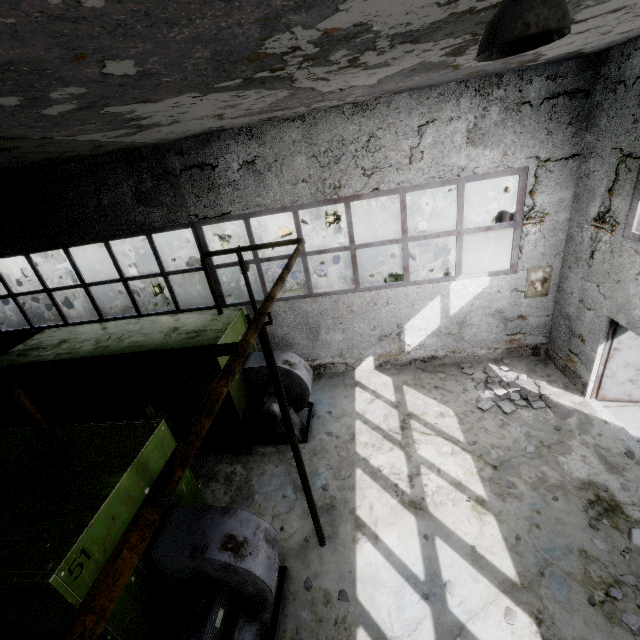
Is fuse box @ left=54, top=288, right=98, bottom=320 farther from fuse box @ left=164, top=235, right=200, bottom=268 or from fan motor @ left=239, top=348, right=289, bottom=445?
fan motor @ left=239, top=348, right=289, bottom=445

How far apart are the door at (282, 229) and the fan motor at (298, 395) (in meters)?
22.21

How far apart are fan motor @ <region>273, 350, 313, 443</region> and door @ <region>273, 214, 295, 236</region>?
22.2 meters

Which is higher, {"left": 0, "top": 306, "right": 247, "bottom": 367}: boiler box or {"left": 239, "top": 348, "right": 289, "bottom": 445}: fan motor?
{"left": 0, "top": 306, "right": 247, "bottom": 367}: boiler box

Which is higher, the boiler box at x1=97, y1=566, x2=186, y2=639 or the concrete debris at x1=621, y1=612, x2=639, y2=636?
the boiler box at x1=97, y1=566, x2=186, y2=639

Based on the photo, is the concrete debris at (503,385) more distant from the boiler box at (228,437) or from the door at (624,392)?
the boiler box at (228,437)

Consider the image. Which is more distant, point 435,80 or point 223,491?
point 223,491

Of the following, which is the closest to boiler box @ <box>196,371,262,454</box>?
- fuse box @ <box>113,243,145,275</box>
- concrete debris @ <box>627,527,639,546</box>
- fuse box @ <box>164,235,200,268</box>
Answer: fuse box @ <box>113,243,145,275</box>
